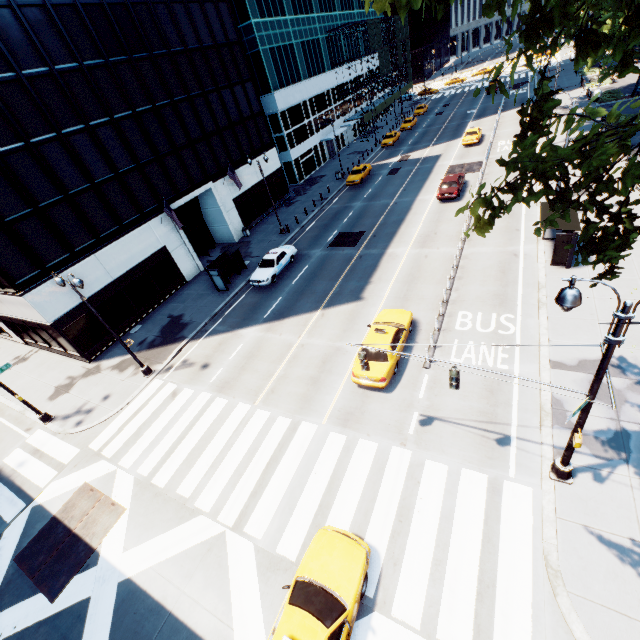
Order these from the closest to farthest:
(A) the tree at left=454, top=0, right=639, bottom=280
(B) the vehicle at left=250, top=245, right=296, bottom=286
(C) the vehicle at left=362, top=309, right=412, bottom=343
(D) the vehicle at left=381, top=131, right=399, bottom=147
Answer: (A) the tree at left=454, top=0, right=639, bottom=280, (C) the vehicle at left=362, top=309, right=412, bottom=343, (B) the vehicle at left=250, top=245, right=296, bottom=286, (D) the vehicle at left=381, top=131, right=399, bottom=147

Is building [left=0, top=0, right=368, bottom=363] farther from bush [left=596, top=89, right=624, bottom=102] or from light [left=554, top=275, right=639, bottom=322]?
bush [left=596, top=89, right=624, bottom=102]

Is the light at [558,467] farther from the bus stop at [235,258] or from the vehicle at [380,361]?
the bus stop at [235,258]

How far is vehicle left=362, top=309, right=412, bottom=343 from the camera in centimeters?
1525cm

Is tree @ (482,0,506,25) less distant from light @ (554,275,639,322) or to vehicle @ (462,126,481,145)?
light @ (554,275,639,322)

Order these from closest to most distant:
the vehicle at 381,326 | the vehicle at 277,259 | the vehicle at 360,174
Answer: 1. the vehicle at 381,326
2. the vehicle at 277,259
3. the vehicle at 360,174

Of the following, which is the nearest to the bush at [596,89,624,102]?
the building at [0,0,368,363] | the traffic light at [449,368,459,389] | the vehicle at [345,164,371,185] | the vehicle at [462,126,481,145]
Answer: the vehicle at [462,126,481,145]

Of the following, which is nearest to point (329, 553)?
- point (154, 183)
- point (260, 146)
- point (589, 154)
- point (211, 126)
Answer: point (589, 154)
